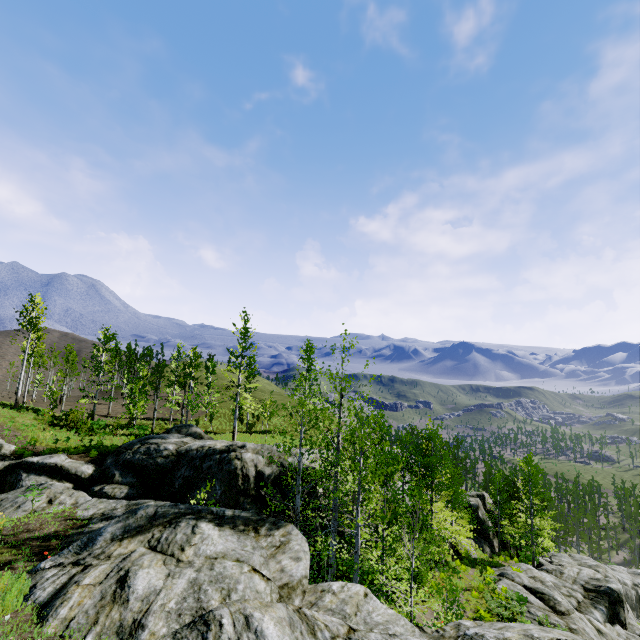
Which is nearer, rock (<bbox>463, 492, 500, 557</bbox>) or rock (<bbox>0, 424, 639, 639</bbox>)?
rock (<bbox>0, 424, 639, 639</bbox>)

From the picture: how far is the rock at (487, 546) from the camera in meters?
35.6

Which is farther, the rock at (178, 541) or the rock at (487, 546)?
the rock at (487, 546)

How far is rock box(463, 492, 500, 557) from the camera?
35.6m

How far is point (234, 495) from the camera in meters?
17.8 m
